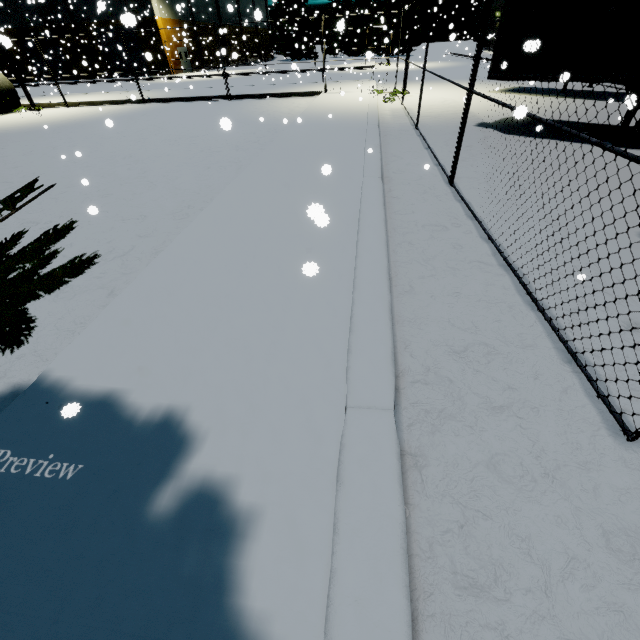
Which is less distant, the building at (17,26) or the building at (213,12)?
the building at (17,26)

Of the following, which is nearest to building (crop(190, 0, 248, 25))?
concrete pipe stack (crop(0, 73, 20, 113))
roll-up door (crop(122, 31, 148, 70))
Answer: roll-up door (crop(122, 31, 148, 70))

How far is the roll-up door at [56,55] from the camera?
37.2 meters

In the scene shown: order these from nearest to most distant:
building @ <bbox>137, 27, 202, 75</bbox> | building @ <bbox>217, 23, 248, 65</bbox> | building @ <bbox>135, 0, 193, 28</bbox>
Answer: building @ <bbox>217, 23, 248, 65</bbox> → building @ <bbox>135, 0, 193, 28</bbox> → building @ <bbox>137, 27, 202, 75</bbox>

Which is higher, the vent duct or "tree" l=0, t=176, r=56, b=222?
the vent duct

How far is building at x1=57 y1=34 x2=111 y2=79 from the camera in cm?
3616

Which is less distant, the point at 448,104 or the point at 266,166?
the point at 266,166
